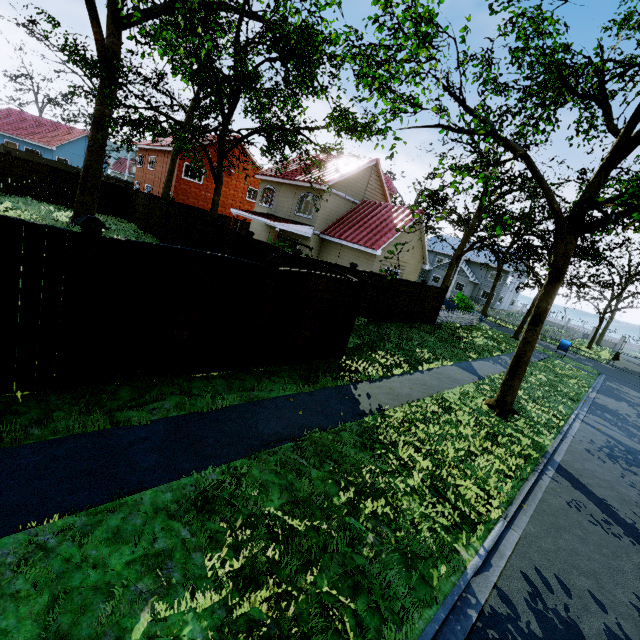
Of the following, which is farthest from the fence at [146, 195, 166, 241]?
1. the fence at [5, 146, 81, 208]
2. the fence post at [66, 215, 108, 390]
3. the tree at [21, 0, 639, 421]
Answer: the tree at [21, 0, 639, 421]

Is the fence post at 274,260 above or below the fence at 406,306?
above

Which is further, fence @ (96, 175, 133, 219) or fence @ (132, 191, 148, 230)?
fence @ (96, 175, 133, 219)

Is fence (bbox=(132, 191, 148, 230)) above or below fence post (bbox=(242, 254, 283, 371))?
below

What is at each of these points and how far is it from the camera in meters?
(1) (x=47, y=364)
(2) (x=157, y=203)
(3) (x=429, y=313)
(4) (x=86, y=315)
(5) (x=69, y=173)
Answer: (1) fence, 4.6 m
(2) fence, 19.7 m
(3) fence, 19.1 m
(4) fence post, 4.6 m
(5) fence, 21.1 m

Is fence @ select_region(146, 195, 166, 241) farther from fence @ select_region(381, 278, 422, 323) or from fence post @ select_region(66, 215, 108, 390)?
fence post @ select_region(66, 215, 108, 390)

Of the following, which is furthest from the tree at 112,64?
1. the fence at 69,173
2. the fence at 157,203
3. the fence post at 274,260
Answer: the fence post at 274,260

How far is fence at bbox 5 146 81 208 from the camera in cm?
1958
